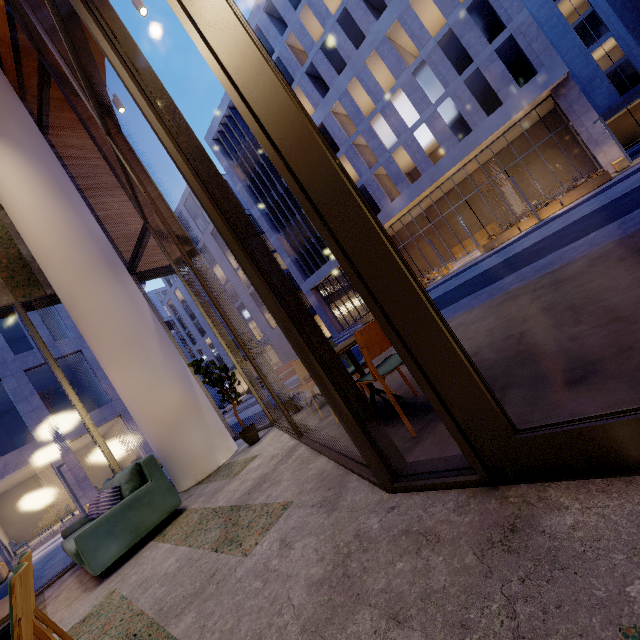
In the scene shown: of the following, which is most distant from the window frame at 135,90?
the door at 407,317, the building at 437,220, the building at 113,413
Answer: the building at 437,220

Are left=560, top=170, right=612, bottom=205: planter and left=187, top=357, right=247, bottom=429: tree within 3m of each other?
no

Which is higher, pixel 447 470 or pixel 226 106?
pixel 226 106

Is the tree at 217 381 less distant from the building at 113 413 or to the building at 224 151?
the building at 113 413

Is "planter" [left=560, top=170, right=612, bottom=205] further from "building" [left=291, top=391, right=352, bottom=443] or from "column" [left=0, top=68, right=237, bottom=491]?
"column" [left=0, top=68, right=237, bottom=491]

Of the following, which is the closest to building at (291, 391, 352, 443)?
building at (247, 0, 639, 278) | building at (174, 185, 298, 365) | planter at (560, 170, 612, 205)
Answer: planter at (560, 170, 612, 205)

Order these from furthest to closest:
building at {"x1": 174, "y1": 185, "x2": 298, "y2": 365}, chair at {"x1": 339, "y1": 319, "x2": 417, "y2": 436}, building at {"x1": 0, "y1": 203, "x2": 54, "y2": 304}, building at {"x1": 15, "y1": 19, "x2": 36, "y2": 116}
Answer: building at {"x1": 174, "y1": 185, "x2": 298, "y2": 365}
building at {"x1": 15, "y1": 19, "x2": 36, "y2": 116}
building at {"x1": 0, "y1": 203, "x2": 54, "y2": 304}
chair at {"x1": 339, "y1": 319, "x2": 417, "y2": 436}

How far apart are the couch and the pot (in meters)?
1.34
